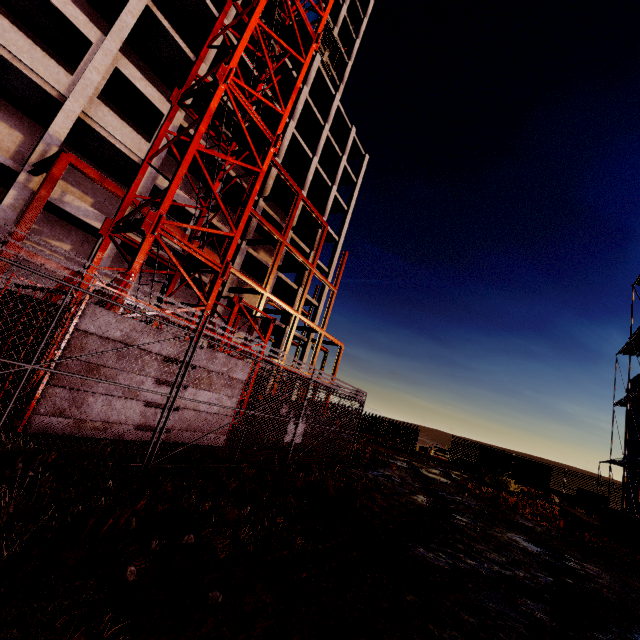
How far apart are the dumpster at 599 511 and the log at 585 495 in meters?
2.9 m

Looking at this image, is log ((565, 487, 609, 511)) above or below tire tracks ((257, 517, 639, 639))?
above

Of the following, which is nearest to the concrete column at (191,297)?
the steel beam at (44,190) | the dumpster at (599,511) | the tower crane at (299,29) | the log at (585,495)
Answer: the steel beam at (44,190)

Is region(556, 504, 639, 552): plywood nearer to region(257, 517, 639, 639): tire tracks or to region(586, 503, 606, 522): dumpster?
region(586, 503, 606, 522): dumpster

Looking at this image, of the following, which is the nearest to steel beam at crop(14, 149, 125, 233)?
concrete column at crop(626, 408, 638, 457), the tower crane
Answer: the tower crane

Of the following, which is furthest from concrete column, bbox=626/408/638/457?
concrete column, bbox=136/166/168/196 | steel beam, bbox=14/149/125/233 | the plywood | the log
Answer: concrete column, bbox=136/166/168/196

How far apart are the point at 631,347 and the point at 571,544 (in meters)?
20.51

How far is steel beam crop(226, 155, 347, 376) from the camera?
21.4 meters
